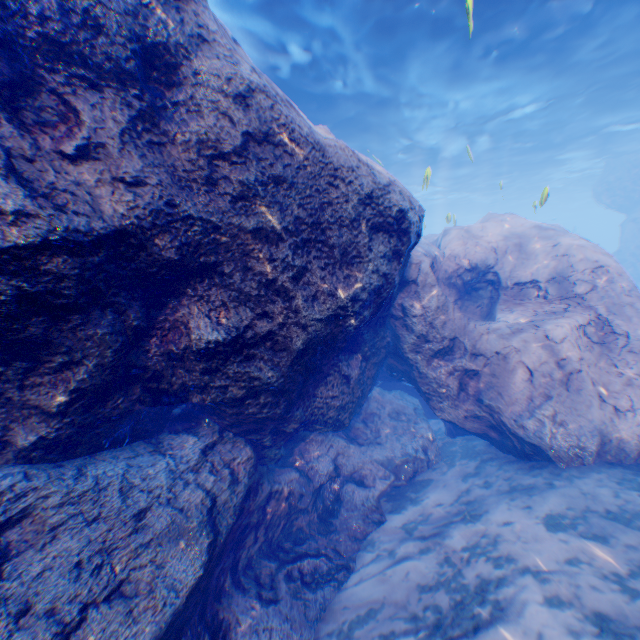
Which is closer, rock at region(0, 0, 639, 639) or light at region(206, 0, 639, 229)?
rock at region(0, 0, 639, 639)

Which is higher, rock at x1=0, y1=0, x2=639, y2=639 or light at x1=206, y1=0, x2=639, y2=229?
light at x1=206, y1=0, x2=639, y2=229

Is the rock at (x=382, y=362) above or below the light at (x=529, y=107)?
below

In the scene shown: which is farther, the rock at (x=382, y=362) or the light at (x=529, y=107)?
the light at (x=529, y=107)

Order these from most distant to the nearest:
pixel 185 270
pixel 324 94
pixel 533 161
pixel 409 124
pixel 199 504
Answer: pixel 533 161 < pixel 409 124 < pixel 324 94 < pixel 199 504 < pixel 185 270
